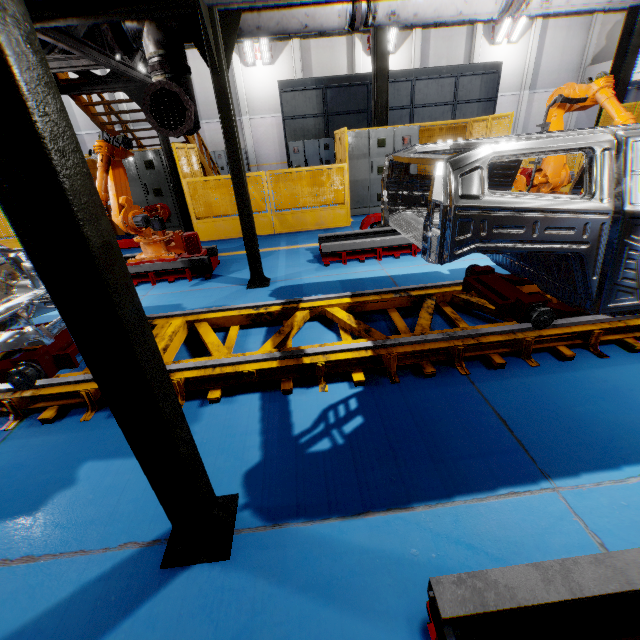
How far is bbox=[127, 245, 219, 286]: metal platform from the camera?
5.6 meters

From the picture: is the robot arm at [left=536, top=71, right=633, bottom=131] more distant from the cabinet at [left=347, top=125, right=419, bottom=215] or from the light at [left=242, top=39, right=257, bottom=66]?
the light at [left=242, top=39, right=257, bottom=66]

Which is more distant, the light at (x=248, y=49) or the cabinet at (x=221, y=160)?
the cabinet at (x=221, y=160)

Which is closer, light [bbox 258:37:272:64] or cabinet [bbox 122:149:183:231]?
cabinet [bbox 122:149:183:231]

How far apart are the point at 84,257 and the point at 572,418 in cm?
309

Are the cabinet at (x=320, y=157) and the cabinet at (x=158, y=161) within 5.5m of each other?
no

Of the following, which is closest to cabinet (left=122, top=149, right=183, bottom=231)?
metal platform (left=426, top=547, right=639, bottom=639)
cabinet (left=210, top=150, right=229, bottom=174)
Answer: metal platform (left=426, top=547, right=639, bottom=639)

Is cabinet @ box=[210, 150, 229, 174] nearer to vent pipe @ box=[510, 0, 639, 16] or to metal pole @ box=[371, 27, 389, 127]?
metal pole @ box=[371, 27, 389, 127]
